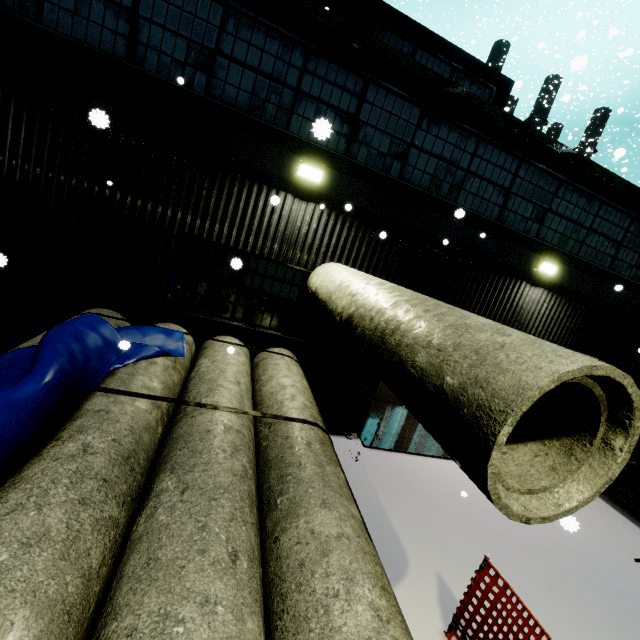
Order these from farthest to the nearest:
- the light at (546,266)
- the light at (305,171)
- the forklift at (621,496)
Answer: the forklift at (621,496) → the light at (546,266) → the light at (305,171)

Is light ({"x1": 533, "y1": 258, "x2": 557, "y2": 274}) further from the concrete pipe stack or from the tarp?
the tarp

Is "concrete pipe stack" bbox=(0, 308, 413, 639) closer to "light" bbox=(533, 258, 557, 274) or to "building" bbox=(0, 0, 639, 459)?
"building" bbox=(0, 0, 639, 459)

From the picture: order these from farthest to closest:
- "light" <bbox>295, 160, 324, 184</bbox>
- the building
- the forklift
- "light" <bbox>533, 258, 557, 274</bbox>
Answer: the forklift < "light" <bbox>533, 258, 557, 274</bbox> < "light" <bbox>295, 160, 324, 184</bbox> < the building

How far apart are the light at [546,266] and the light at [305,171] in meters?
5.6 m

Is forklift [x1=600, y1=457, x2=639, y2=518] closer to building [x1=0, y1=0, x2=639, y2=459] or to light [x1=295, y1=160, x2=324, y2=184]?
building [x1=0, y1=0, x2=639, y2=459]

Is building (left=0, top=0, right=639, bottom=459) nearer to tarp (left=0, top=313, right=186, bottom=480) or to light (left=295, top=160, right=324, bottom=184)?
light (left=295, top=160, right=324, bottom=184)

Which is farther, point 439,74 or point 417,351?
point 439,74
